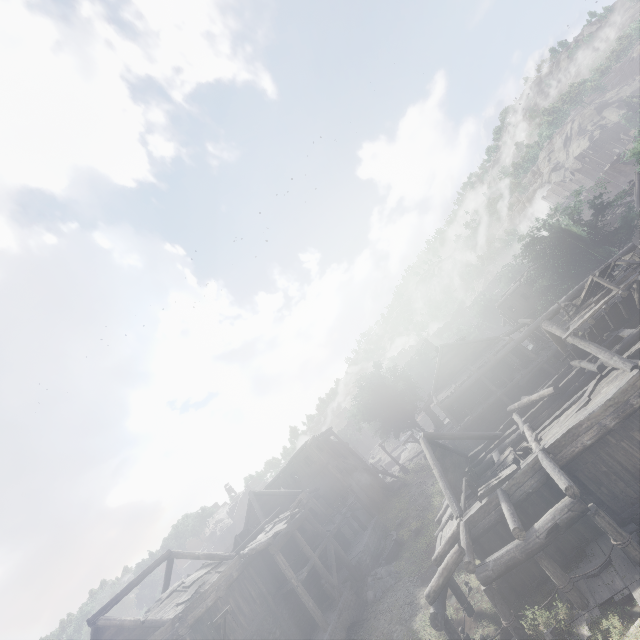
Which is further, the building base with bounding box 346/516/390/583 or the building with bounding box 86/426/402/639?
the building base with bounding box 346/516/390/583

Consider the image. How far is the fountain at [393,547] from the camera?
21.9 meters

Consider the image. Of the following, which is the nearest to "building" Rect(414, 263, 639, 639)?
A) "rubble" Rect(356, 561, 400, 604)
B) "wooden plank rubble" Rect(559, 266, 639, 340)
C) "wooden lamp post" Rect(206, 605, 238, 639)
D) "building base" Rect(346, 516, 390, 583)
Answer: "building base" Rect(346, 516, 390, 583)

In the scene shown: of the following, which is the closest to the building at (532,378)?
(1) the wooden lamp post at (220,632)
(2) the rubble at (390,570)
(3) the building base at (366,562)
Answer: (3) the building base at (366,562)

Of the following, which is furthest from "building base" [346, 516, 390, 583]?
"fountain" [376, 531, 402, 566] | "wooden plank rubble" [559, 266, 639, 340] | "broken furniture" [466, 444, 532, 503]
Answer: "wooden plank rubble" [559, 266, 639, 340]

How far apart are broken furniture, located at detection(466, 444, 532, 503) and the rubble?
9.2m

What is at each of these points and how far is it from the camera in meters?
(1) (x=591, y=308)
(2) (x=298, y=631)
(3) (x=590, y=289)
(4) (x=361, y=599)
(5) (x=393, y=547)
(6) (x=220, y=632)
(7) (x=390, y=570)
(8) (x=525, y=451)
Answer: (1) wooden plank rubble, 14.7
(2) building, 18.2
(3) broken furniture, 15.0
(4) building base, 19.7
(5) fountain, 22.4
(6) wooden lamp post, 14.0
(7) rubble, 20.3
(8) broken furniture, 13.7

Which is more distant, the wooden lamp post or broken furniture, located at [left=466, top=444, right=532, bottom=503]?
the wooden lamp post
